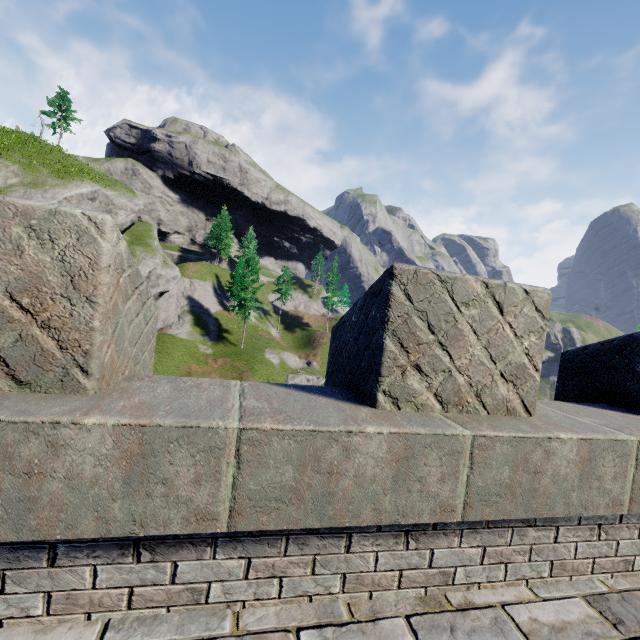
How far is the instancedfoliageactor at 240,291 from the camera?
48.2 meters

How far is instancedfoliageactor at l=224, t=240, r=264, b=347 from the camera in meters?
48.2 m

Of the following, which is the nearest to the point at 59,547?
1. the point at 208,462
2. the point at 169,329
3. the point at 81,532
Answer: the point at 81,532
